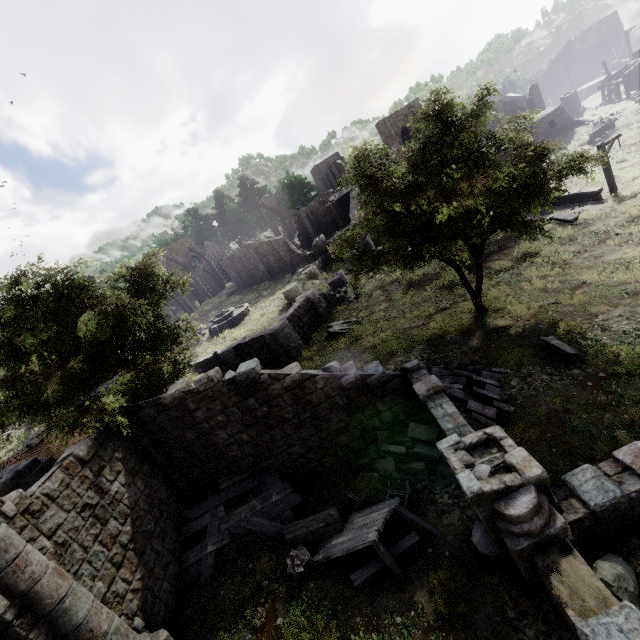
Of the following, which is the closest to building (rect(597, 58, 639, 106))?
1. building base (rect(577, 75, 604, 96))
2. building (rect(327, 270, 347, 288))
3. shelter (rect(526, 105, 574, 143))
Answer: shelter (rect(526, 105, 574, 143))

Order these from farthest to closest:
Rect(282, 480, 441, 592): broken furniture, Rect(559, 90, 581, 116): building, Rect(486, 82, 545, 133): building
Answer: Rect(559, 90, 581, 116): building < Rect(486, 82, 545, 133): building < Rect(282, 480, 441, 592): broken furniture

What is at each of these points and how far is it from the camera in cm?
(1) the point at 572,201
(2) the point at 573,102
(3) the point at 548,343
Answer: (1) building, 2156
(2) building, 4338
(3) building, 1140

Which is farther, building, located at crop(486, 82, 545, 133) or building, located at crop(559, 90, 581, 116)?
building, located at crop(559, 90, 581, 116)

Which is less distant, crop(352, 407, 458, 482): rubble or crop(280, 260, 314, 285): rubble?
crop(352, 407, 458, 482): rubble

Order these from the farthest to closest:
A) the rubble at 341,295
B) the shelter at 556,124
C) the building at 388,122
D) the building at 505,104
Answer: the building at 505,104, the building at 388,122, the shelter at 556,124, the rubble at 341,295

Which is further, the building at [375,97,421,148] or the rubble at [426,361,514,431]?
the building at [375,97,421,148]

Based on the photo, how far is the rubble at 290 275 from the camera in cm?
3734
